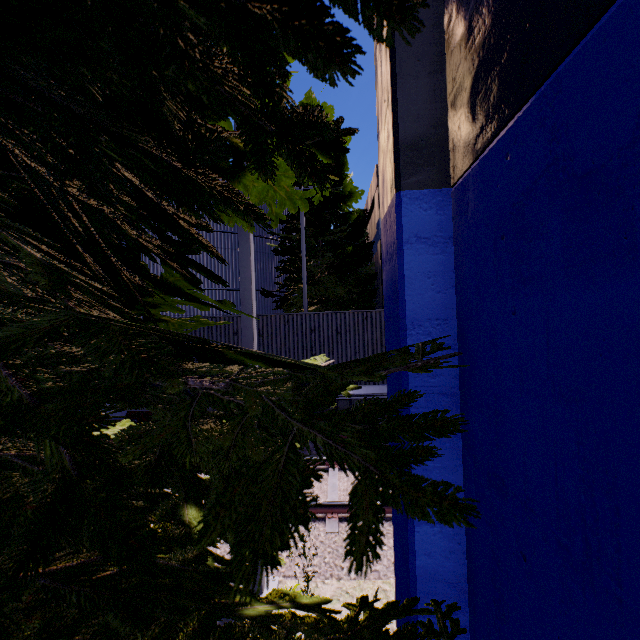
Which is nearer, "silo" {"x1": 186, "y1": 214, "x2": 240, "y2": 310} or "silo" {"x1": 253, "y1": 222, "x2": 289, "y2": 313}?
"silo" {"x1": 186, "y1": 214, "x2": 240, "y2": 310}

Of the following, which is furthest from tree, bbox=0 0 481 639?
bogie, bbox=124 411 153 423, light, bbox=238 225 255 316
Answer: bogie, bbox=124 411 153 423

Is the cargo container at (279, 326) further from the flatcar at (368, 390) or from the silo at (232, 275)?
the silo at (232, 275)

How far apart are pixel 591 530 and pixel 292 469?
1.5 meters

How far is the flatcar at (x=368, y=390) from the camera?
10.0 meters

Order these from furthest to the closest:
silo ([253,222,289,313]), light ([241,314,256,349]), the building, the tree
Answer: Answer:
1. silo ([253,222,289,313])
2. light ([241,314,256,349])
3. the building
4. the tree

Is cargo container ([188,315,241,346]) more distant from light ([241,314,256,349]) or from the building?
light ([241,314,256,349])

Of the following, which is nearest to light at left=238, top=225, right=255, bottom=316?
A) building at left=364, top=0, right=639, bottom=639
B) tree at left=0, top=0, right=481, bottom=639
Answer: → tree at left=0, top=0, right=481, bottom=639
